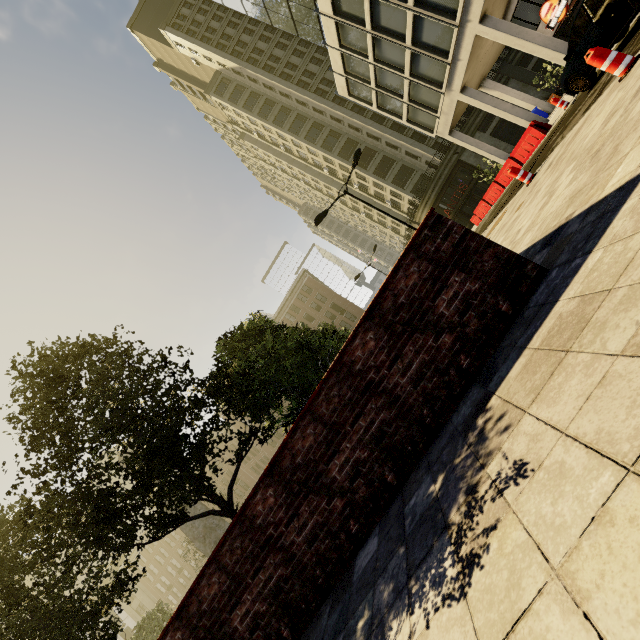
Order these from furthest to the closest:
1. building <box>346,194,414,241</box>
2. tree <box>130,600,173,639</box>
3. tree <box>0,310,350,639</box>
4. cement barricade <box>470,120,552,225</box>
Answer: building <box>346,194,414,241</box>
tree <box>130,600,173,639</box>
cement barricade <box>470,120,552,225</box>
tree <box>0,310,350,639</box>

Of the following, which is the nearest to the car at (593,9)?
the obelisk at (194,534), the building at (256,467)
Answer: the obelisk at (194,534)

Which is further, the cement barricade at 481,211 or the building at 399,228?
the building at 399,228

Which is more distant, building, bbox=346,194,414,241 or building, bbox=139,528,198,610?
building, bbox=139,528,198,610

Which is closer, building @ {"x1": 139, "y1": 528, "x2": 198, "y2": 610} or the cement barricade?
the cement barricade

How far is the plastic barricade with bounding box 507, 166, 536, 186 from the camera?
8.9 meters

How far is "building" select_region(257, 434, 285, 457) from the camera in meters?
55.2

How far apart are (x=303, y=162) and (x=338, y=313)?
27.1m
